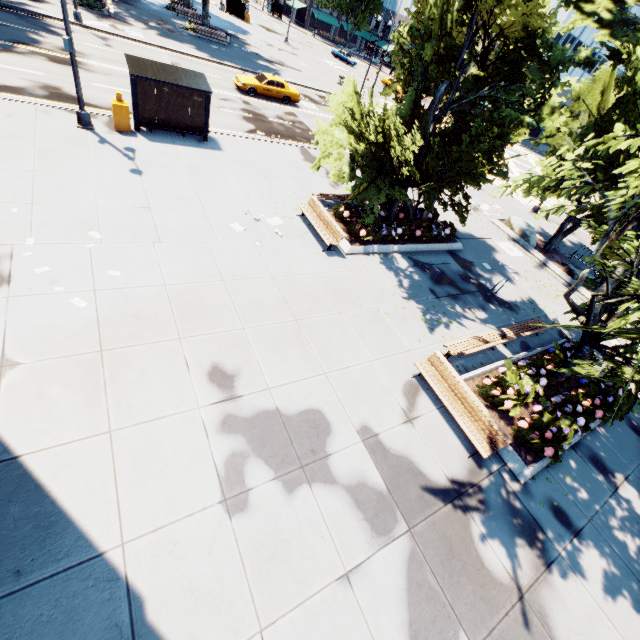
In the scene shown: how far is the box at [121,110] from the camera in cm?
1370

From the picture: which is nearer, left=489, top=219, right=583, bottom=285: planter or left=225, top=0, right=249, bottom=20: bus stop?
left=489, top=219, right=583, bottom=285: planter

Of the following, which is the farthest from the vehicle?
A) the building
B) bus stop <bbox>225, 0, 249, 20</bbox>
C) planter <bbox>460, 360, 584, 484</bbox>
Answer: the building

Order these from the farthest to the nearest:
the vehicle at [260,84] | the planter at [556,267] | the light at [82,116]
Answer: the vehicle at [260,84] → the planter at [556,267] → the light at [82,116]

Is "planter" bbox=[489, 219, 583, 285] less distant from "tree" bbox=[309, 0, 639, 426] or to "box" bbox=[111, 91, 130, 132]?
"tree" bbox=[309, 0, 639, 426]

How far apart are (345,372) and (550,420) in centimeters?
612cm

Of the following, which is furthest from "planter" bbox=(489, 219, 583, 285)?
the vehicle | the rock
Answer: the vehicle

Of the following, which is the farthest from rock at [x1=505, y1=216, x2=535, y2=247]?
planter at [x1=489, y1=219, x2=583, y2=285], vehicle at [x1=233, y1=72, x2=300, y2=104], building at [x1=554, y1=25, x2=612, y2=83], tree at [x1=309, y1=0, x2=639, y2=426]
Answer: building at [x1=554, y1=25, x2=612, y2=83]
